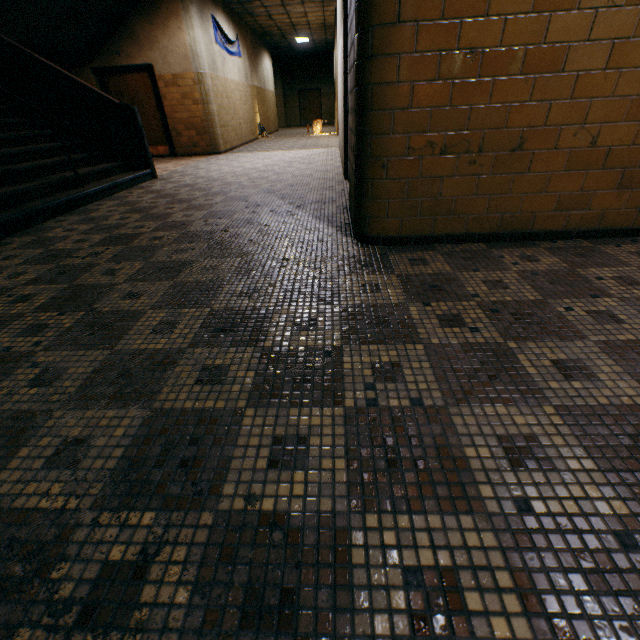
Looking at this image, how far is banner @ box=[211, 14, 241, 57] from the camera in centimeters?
925cm

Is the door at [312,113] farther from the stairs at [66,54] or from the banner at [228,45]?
the stairs at [66,54]

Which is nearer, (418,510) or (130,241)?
(418,510)

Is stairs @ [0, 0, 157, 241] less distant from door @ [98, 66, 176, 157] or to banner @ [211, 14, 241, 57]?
door @ [98, 66, 176, 157]

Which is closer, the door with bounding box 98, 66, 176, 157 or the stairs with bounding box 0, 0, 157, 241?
the stairs with bounding box 0, 0, 157, 241

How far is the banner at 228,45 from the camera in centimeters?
925cm

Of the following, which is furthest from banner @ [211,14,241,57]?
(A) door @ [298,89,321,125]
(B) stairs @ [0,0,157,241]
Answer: (A) door @ [298,89,321,125]

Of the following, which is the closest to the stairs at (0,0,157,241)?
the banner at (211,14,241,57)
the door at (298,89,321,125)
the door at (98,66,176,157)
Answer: the door at (98,66,176,157)
